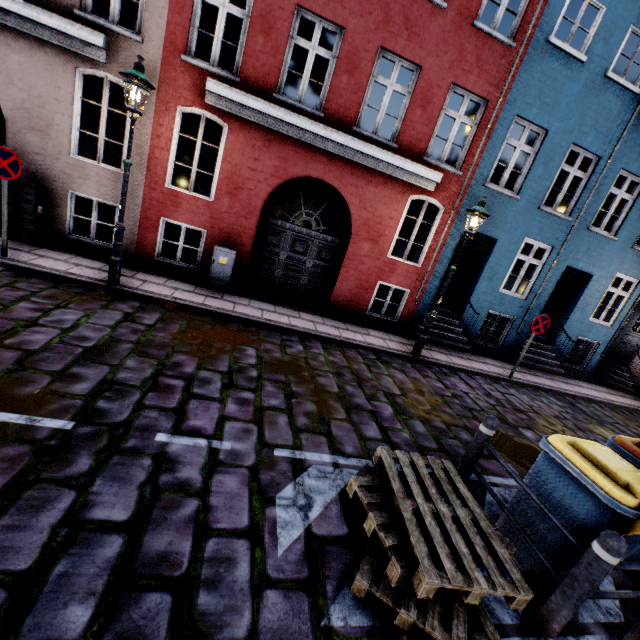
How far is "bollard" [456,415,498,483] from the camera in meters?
3.6

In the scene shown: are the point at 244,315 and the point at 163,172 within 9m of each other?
yes

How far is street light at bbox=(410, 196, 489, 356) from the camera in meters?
7.0

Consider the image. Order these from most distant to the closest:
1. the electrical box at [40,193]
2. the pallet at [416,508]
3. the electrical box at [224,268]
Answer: the electrical box at [224,268], the electrical box at [40,193], the pallet at [416,508]

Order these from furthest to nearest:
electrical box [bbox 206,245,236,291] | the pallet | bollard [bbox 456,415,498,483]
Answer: electrical box [bbox 206,245,236,291], bollard [bbox 456,415,498,483], the pallet

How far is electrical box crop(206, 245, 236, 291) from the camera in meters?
8.0 m

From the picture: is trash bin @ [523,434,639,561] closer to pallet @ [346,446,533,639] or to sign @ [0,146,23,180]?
pallet @ [346,446,533,639]

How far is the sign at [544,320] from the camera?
8.3m
